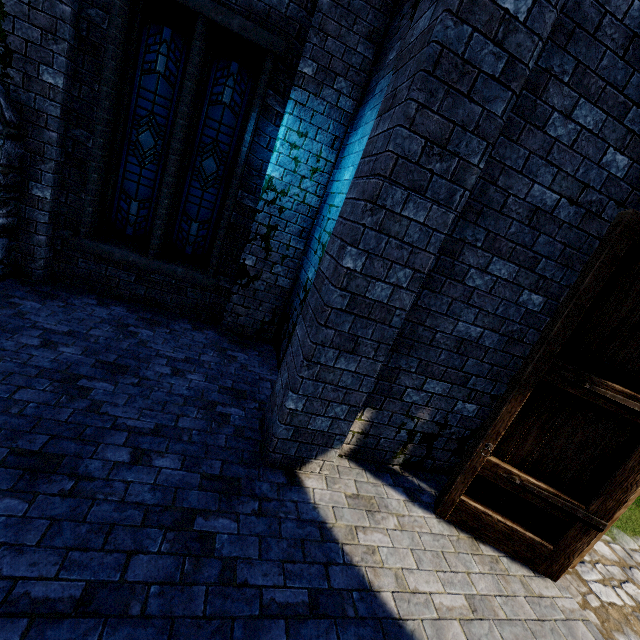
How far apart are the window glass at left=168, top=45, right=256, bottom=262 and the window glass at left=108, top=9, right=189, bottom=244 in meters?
0.3 m

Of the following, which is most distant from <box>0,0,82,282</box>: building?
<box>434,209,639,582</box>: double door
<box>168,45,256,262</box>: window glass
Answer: <box>168,45,256,262</box>: window glass

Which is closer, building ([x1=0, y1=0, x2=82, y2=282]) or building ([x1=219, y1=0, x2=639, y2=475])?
building ([x1=219, y1=0, x2=639, y2=475])

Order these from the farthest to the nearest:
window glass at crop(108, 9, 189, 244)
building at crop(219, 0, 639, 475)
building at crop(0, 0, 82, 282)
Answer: window glass at crop(108, 9, 189, 244) → building at crop(0, 0, 82, 282) → building at crop(219, 0, 639, 475)

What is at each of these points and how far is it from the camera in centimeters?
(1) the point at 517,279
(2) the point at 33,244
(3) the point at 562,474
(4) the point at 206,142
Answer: (1) building, 345cm
(2) building, 488cm
(3) double door, 321cm
(4) window glass, 533cm

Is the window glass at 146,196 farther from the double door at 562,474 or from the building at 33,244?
the double door at 562,474

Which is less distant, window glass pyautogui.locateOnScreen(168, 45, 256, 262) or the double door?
the double door
